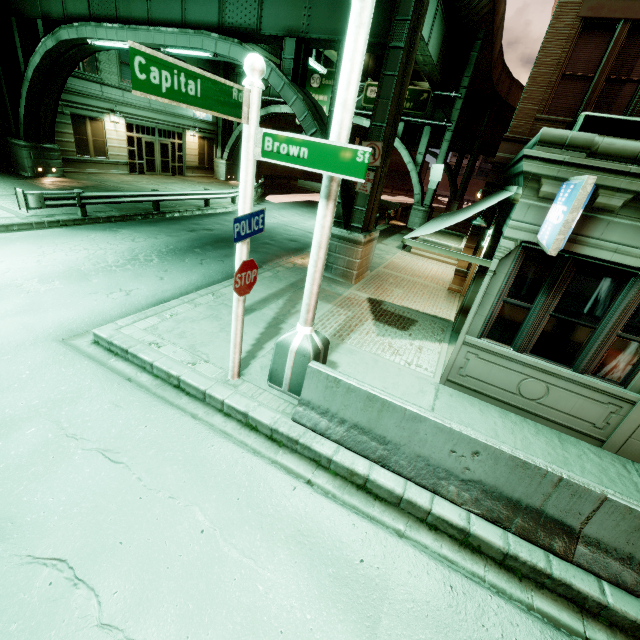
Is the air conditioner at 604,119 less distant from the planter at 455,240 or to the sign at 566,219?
the sign at 566,219

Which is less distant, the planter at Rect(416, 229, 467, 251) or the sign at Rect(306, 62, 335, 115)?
the planter at Rect(416, 229, 467, 251)

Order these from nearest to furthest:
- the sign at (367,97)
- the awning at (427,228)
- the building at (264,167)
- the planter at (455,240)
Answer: the awning at (427,228) < the planter at (455,240) < the sign at (367,97) < the building at (264,167)

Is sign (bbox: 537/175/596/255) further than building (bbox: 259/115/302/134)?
No

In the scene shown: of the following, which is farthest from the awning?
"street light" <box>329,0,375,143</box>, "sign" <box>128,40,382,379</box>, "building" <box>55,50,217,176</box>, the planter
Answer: "building" <box>55,50,217,176</box>

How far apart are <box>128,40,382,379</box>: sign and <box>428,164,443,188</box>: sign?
22.5m

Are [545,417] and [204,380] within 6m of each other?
no

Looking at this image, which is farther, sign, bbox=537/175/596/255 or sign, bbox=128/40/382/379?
sign, bbox=537/175/596/255
